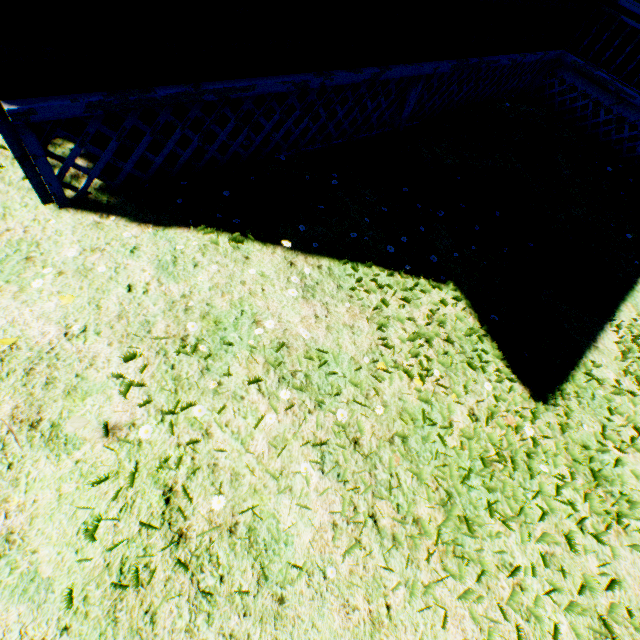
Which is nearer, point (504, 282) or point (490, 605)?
point (490, 605)
